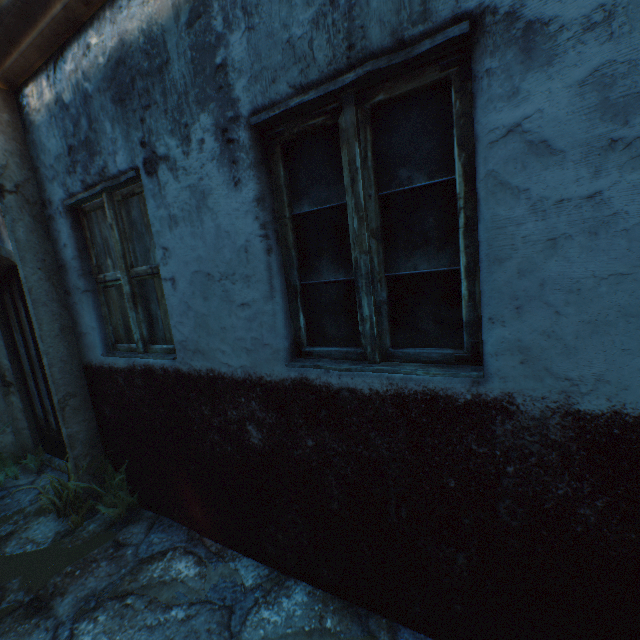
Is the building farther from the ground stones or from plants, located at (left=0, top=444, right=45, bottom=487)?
plants, located at (left=0, top=444, right=45, bottom=487)

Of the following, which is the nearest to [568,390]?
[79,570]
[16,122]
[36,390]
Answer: [79,570]

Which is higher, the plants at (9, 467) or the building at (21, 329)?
the building at (21, 329)

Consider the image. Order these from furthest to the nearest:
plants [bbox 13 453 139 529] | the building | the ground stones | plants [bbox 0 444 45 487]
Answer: plants [bbox 0 444 45 487] → plants [bbox 13 453 139 529] → the ground stones → the building

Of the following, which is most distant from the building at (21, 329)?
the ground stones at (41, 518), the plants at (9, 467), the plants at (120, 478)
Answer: the plants at (120, 478)

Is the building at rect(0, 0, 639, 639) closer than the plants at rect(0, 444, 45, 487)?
Yes

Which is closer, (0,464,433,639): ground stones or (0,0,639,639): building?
(0,0,639,639): building

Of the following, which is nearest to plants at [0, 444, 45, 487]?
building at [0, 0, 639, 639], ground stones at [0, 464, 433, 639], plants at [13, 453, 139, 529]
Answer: ground stones at [0, 464, 433, 639]
